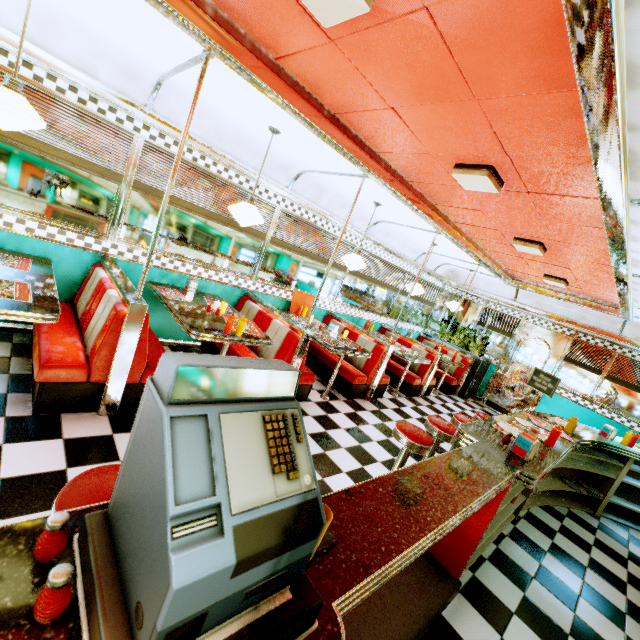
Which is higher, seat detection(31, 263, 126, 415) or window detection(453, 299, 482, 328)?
window detection(453, 299, 482, 328)

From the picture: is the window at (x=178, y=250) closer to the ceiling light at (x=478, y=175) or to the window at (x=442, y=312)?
the window at (x=442, y=312)

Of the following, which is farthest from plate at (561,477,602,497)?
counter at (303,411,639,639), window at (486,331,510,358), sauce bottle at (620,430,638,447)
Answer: window at (486,331,510,358)

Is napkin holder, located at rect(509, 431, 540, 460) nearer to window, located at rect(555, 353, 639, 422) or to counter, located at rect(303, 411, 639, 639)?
counter, located at rect(303, 411, 639, 639)

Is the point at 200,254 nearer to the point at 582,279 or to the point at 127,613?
the point at 127,613

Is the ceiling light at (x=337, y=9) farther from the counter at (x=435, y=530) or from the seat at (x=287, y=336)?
the seat at (x=287, y=336)

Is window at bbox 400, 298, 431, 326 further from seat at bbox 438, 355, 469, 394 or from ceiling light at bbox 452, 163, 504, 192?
ceiling light at bbox 452, 163, 504, 192

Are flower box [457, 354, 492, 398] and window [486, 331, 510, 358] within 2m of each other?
yes
